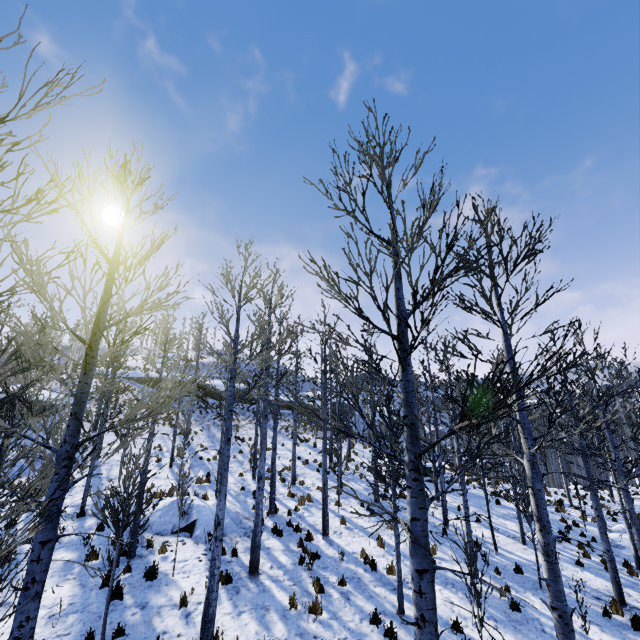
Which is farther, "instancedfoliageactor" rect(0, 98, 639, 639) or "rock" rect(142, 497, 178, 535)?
"rock" rect(142, 497, 178, 535)

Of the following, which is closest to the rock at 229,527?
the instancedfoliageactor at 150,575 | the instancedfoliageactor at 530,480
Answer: the instancedfoliageactor at 150,575

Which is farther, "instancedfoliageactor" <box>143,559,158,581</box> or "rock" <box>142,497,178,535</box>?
"rock" <box>142,497,178,535</box>

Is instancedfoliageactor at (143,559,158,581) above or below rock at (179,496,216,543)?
below

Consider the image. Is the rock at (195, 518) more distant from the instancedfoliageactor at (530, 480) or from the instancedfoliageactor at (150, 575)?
the instancedfoliageactor at (530, 480)

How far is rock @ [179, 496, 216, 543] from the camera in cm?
1122

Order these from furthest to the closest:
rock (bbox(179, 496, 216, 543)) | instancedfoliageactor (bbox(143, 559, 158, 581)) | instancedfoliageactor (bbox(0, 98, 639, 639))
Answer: rock (bbox(179, 496, 216, 543))
instancedfoliageactor (bbox(143, 559, 158, 581))
instancedfoliageactor (bbox(0, 98, 639, 639))

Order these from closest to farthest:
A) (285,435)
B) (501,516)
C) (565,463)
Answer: (501,516)
(285,435)
(565,463)
